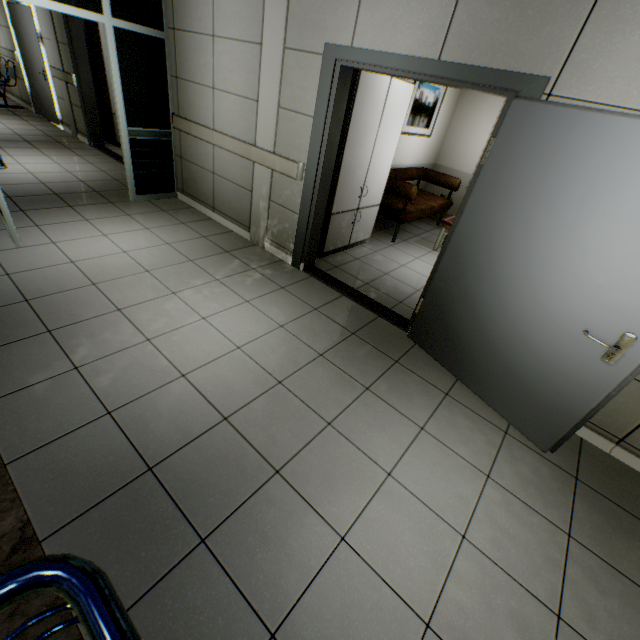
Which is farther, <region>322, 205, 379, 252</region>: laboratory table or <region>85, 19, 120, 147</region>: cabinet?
<region>85, 19, 120, 147</region>: cabinet

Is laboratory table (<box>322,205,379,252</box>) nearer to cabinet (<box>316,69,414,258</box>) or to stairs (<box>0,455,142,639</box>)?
cabinet (<box>316,69,414,258</box>)

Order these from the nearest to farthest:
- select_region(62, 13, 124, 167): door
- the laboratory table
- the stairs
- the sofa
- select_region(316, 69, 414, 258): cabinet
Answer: the stairs → select_region(316, 69, 414, 258): cabinet → the laboratory table → the sofa → select_region(62, 13, 124, 167): door

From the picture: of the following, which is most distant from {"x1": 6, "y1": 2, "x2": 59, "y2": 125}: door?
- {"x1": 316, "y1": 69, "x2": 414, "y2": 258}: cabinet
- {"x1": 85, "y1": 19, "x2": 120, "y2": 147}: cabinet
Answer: {"x1": 316, "y1": 69, "x2": 414, "y2": 258}: cabinet

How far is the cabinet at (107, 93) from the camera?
6.0 meters

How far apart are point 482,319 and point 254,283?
2.30m

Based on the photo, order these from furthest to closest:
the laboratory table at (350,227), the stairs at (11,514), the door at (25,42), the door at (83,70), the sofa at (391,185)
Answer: the door at (25,42)
the door at (83,70)
the sofa at (391,185)
the laboratory table at (350,227)
the stairs at (11,514)

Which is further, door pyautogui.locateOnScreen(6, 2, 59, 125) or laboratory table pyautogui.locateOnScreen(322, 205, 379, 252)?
door pyautogui.locateOnScreen(6, 2, 59, 125)
